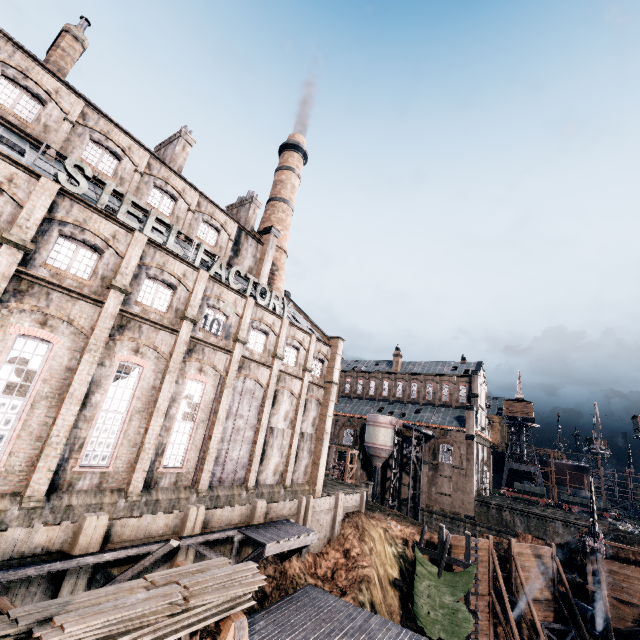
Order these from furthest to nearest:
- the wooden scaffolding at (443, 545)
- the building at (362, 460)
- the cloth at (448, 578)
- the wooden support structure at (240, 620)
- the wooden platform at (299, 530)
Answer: the building at (362, 460) → the wooden scaffolding at (443, 545) → the cloth at (448, 578) → the wooden platform at (299, 530) → the wooden support structure at (240, 620)

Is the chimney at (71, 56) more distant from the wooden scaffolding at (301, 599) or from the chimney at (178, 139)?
the wooden scaffolding at (301, 599)

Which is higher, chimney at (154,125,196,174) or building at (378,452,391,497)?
chimney at (154,125,196,174)

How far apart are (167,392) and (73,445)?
5.0m

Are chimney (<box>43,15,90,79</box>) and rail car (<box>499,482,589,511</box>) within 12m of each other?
no

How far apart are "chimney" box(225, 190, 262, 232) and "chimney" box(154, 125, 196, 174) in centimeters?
759cm

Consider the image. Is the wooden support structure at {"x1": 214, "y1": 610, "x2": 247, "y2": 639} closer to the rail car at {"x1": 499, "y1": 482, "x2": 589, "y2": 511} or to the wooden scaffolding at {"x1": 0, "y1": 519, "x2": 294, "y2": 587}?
the wooden scaffolding at {"x1": 0, "y1": 519, "x2": 294, "y2": 587}

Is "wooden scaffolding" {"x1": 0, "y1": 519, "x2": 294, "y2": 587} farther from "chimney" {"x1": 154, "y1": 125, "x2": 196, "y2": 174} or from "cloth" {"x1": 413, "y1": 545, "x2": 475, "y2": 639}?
"chimney" {"x1": 154, "y1": 125, "x2": 196, "y2": 174}
